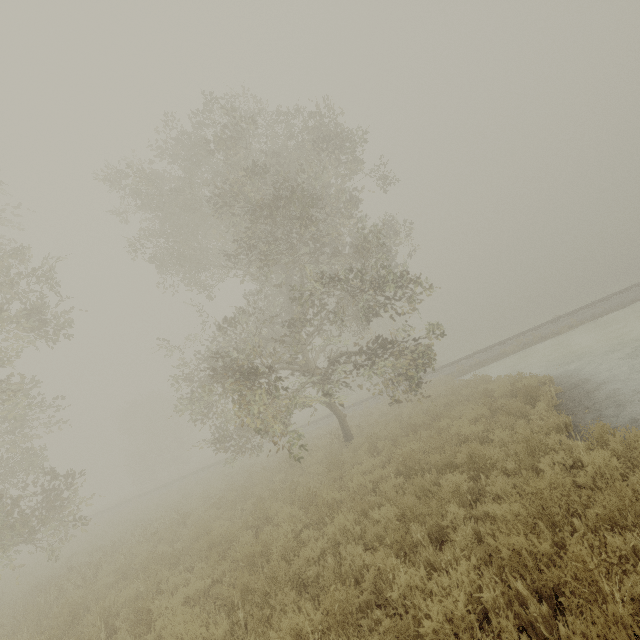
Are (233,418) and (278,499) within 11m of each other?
yes

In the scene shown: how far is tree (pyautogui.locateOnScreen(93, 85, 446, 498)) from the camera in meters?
10.3

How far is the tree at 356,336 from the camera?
10.3 meters
